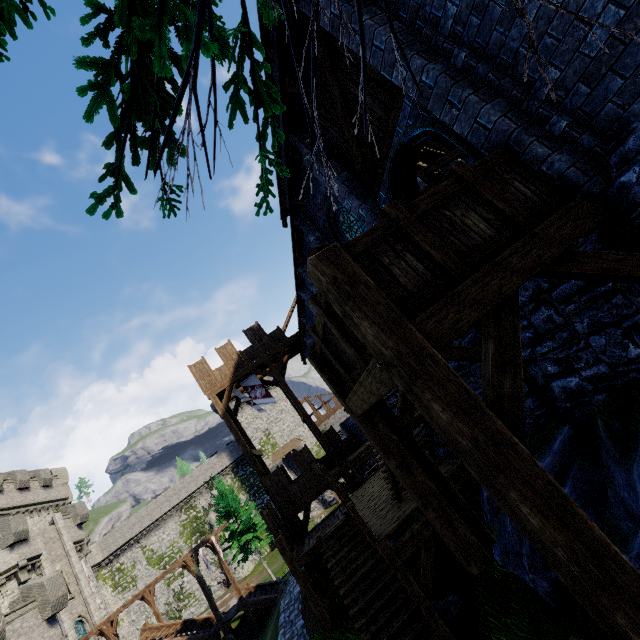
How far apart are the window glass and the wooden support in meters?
33.2

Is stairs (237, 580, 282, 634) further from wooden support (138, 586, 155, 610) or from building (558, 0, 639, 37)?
building (558, 0, 639, 37)

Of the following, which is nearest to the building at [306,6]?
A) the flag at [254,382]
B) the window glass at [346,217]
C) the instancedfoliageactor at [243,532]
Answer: the window glass at [346,217]

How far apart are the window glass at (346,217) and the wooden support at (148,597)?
33.2 meters

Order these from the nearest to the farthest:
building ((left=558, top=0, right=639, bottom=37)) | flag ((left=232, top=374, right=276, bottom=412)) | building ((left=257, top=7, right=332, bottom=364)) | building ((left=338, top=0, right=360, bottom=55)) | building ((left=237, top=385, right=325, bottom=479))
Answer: building ((left=558, top=0, right=639, bottom=37)) < building ((left=338, top=0, right=360, bottom=55)) < building ((left=257, top=7, right=332, bottom=364)) < flag ((left=232, top=374, right=276, bottom=412)) < building ((left=237, top=385, right=325, bottom=479))

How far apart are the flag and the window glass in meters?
12.6 m

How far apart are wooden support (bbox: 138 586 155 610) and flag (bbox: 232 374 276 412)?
20.8 meters

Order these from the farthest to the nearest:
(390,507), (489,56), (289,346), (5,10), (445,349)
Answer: (289,346) → (390,507) → (445,349) → (489,56) → (5,10)
